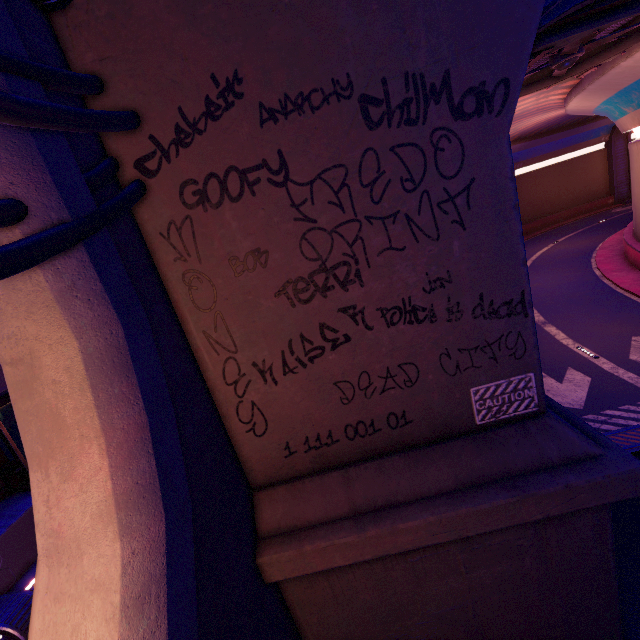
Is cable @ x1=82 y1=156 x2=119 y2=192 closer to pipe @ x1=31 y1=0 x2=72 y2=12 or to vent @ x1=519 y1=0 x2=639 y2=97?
pipe @ x1=31 y1=0 x2=72 y2=12

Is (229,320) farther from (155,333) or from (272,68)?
(272,68)

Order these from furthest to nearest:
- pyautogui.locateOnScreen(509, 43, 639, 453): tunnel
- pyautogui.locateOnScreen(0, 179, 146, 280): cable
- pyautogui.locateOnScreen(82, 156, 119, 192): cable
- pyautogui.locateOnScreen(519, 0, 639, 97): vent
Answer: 1. pyautogui.locateOnScreen(509, 43, 639, 453): tunnel
2. pyautogui.locateOnScreen(519, 0, 639, 97): vent
3. pyautogui.locateOnScreen(82, 156, 119, 192): cable
4. pyautogui.locateOnScreen(0, 179, 146, 280): cable

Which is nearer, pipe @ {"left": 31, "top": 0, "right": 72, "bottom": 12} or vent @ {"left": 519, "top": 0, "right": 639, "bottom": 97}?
pipe @ {"left": 31, "top": 0, "right": 72, "bottom": 12}

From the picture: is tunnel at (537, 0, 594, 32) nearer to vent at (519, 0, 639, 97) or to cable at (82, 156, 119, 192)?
vent at (519, 0, 639, 97)

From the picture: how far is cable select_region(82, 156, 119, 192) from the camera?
3.21m

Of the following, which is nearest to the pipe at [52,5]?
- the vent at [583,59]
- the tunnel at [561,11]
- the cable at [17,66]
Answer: the cable at [17,66]

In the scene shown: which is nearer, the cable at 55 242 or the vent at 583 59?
the cable at 55 242
